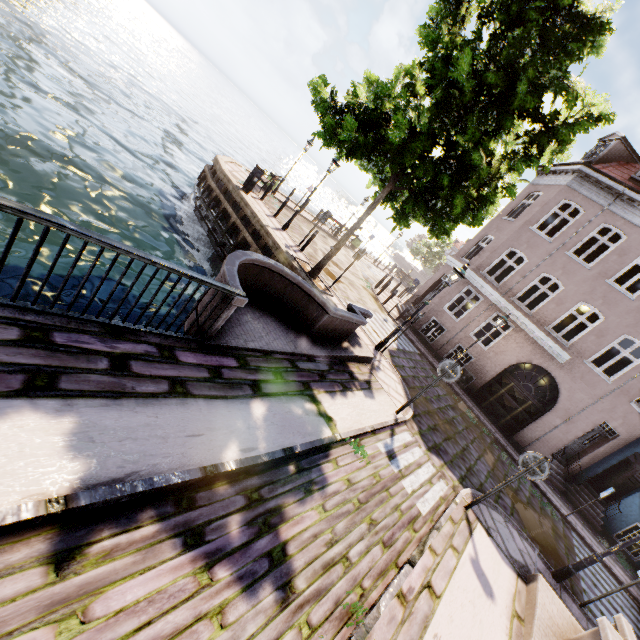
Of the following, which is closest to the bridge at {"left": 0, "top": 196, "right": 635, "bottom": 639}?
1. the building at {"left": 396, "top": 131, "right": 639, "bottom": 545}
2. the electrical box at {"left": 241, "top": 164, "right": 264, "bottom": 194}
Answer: the electrical box at {"left": 241, "top": 164, "right": 264, "bottom": 194}

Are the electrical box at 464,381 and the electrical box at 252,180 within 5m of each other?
no

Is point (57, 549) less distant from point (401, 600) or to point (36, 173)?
point (401, 600)

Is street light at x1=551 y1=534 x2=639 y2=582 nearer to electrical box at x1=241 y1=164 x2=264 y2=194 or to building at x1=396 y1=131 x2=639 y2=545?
building at x1=396 y1=131 x2=639 y2=545

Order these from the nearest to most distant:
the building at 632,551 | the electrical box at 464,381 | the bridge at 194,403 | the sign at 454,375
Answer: the bridge at 194,403
the sign at 454,375
the building at 632,551
the electrical box at 464,381

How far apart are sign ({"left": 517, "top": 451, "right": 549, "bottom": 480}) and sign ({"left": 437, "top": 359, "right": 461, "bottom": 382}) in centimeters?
191cm

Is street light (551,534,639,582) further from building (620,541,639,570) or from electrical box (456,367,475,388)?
electrical box (456,367,475,388)

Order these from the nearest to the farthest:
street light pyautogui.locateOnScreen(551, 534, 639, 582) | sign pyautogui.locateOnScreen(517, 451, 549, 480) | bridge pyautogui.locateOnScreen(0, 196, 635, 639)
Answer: bridge pyautogui.locateOnScreen(0, 196, 635, 639) → sign pyautogui.locateOnScreen(517, 451, 549, 480) → street light pyautogui.locateOnScreen(551, 534, 639, 582)
